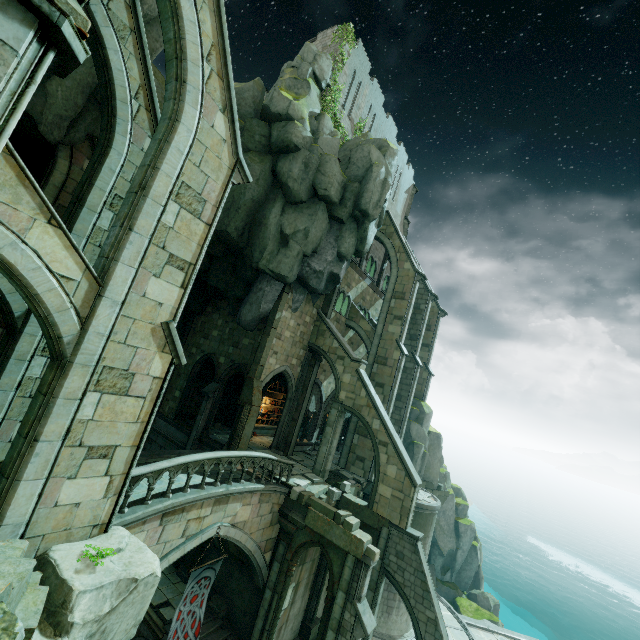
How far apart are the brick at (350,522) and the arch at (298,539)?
0.8 meters

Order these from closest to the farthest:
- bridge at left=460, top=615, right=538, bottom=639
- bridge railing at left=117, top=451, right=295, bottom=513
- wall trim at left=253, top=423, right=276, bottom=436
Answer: bridge railing at left=117, top=451, right=295, bottom=513 → bridge at left=460, top=615, right=538, bottom=639 → wall trim at left=253, top=423, right=276, bottom=436

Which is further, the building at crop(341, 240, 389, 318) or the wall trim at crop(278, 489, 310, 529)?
the building at crop(341, 240, 389, 318)

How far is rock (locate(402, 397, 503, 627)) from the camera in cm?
2709

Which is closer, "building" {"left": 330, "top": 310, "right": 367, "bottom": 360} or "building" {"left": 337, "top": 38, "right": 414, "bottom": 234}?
"building" {"left": 337, "top": 38, "right": 414, "bottom": 234}

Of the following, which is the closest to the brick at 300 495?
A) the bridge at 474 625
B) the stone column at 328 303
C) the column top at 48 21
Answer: the stone column at 328 303

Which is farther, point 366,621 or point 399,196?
point 399,196

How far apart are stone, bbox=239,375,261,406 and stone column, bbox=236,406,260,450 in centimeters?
2cm
